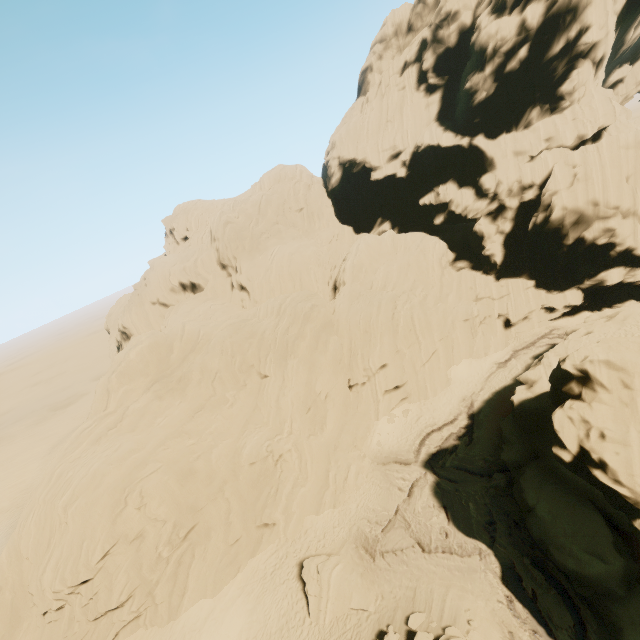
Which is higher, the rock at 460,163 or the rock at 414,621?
the rock at 460,163

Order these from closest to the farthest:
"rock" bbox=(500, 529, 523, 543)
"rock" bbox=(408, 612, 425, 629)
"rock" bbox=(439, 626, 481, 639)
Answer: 1. "rock" bbox=(439, 626, 481, 639)
2. "rock" bbox=(408, 612, 425, 629)
3. "rock" bbox=(500, 529, 523, 543)

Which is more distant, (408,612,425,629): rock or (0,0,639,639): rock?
(0,0,639,639): rock

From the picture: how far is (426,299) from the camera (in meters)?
36.12

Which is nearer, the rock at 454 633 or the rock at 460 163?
the rock at 454 633
